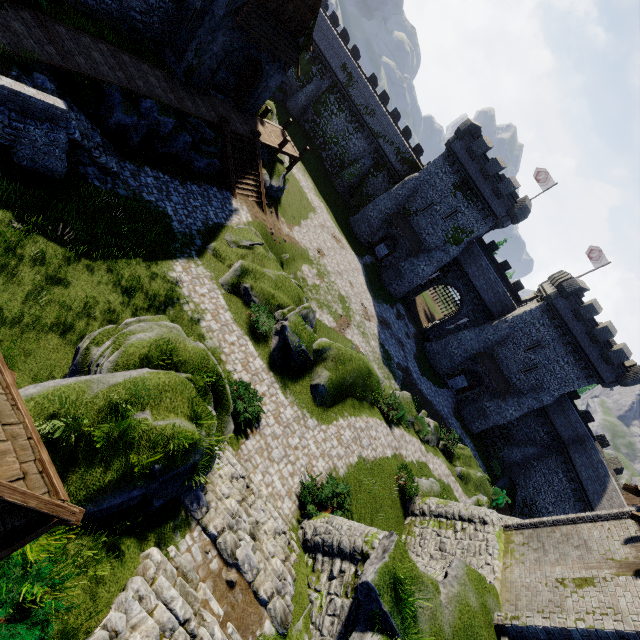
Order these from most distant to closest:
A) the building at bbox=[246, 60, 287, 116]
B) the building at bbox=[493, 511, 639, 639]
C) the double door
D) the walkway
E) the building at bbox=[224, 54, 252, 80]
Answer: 1. the walkway
2. the building at bbox=[224, 54, 252, 80]
3. the building at bbox=[246, 60, 287, 116]
4. the double door
5. the building at bbox=[493, 511, 639, 639]

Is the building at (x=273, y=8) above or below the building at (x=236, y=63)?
above

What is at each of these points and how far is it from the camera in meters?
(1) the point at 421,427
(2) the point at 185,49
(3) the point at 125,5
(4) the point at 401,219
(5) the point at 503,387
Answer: (1) bush, 25.1 m
(2) building, 19.3 m
(3) building, 17.2 m
(4) awning, 39.2 m
(5) awning, 37.2 m

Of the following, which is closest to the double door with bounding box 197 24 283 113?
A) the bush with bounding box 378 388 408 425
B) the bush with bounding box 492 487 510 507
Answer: the bush with bounding box 378 388 408 425

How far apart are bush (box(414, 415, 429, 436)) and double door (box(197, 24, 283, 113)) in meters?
26.3 m

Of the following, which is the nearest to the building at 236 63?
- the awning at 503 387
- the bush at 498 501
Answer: the awning at 503 387

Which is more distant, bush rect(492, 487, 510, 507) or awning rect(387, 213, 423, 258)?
awning rect(387, 213, 423, 258)

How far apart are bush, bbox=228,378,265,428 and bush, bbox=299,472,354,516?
3.0m
